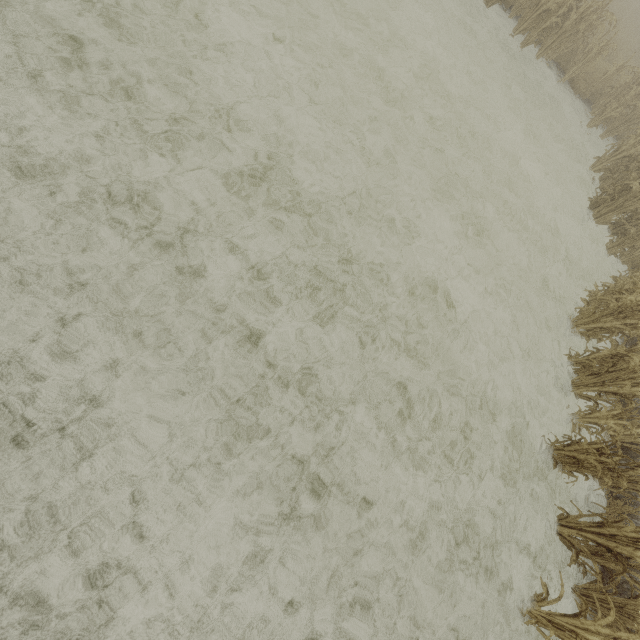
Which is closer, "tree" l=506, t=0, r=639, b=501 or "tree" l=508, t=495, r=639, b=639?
"tree" l=508, t=495, r=639, b=639

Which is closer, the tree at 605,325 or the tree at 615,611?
the tree at 615,611

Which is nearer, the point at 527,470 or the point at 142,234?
the point at 142,234
